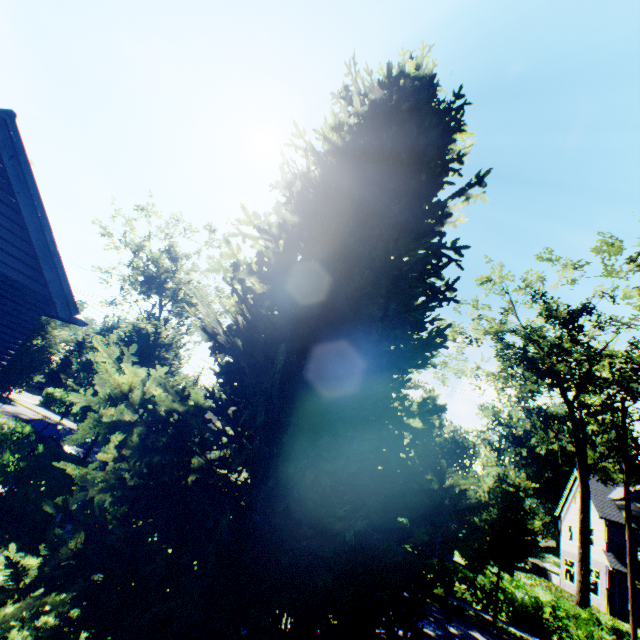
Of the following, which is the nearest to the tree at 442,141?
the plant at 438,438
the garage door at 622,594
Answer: the plant at 438,438

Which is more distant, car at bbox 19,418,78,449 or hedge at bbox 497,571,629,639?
hedge at bbox 497,571,629,639

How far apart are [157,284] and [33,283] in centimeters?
2979cm

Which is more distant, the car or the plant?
the plant

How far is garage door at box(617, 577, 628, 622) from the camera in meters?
25.1

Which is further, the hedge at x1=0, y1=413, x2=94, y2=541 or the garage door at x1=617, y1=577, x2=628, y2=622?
the garage door at x1=617, y1=577, x2=628, y2=622

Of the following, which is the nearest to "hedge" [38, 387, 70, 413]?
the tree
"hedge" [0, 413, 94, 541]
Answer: the tree

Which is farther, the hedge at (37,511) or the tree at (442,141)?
the hedge at (37,511)
